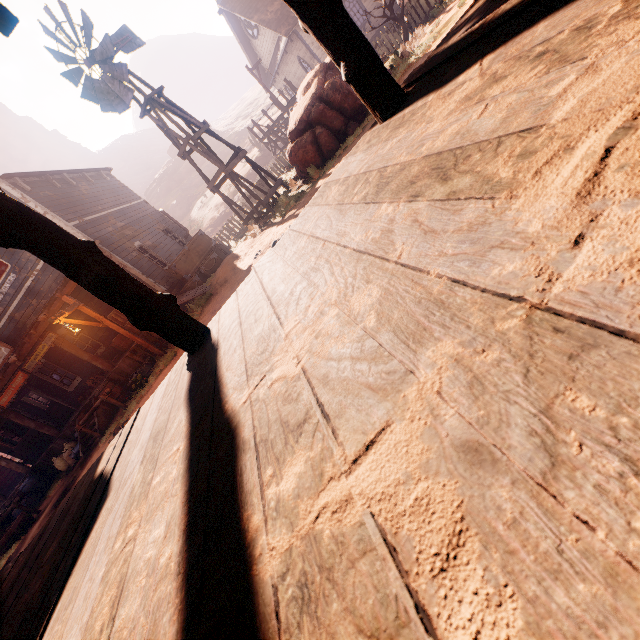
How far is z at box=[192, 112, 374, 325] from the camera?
8.8m

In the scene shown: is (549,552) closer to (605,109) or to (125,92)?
(605,109)

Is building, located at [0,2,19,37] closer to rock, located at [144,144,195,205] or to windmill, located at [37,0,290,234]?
windmill, located at [37,0,290,234]

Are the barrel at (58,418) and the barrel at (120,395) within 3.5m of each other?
no

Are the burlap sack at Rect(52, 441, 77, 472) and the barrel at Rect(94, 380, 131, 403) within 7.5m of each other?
yes

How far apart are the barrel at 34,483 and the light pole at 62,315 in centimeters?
825cm

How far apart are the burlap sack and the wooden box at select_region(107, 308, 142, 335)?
4.0 meters

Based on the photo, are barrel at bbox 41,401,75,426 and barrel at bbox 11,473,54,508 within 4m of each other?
yes
